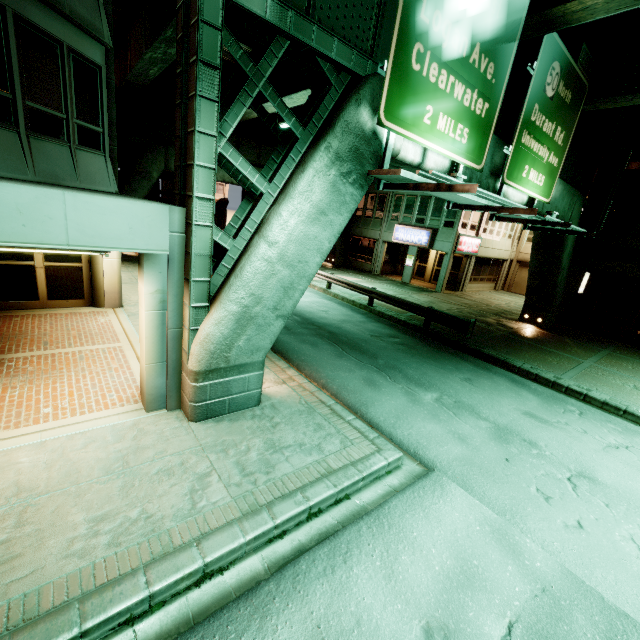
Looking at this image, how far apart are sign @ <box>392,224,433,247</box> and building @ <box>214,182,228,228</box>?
36.37m

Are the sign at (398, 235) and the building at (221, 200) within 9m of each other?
no

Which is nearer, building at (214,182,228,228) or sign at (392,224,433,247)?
sign at (392,224,433,247)

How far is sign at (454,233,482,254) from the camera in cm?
2364

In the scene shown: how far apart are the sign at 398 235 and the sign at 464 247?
1.7 meters

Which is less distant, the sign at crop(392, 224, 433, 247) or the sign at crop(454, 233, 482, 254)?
the sign at crop(454, 233, 482, 254)

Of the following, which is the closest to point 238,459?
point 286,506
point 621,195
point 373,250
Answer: point 286,506

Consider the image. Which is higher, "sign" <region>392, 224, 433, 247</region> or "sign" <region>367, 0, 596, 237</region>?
"sign" <region>367, 0, 596, 237</region>
